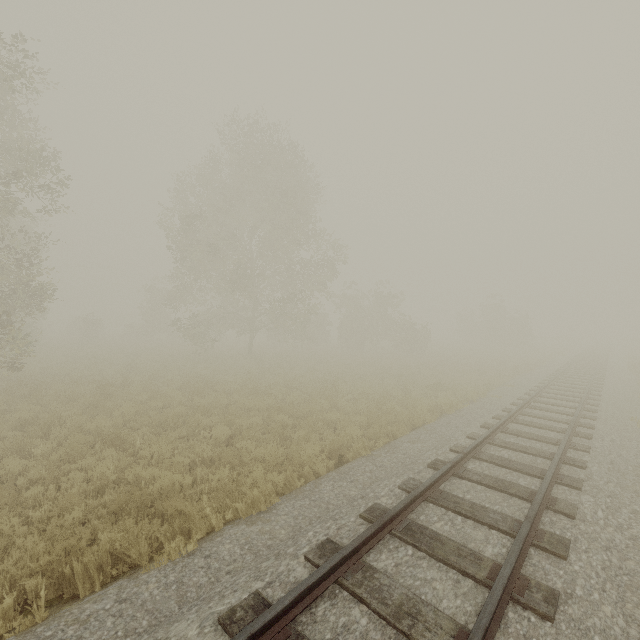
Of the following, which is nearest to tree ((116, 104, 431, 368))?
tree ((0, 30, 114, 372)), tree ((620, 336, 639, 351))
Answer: tree ((0, 30, 114, 372))

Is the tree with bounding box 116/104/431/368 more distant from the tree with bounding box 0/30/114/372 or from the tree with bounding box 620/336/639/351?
the tree with bounding box 620/336/639/351

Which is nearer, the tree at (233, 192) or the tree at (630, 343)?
the tree at (233, 192)

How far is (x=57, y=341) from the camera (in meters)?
32.00

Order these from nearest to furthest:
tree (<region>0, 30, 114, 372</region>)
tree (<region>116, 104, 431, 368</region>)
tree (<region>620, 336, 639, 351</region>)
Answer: tree (<region>0, 30, 114, 372</region>)
tree (<region>116, 104, 431, 368</region>)
tree (<region>620, 336, 639, 351</region>)

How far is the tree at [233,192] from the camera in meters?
20.7 m
